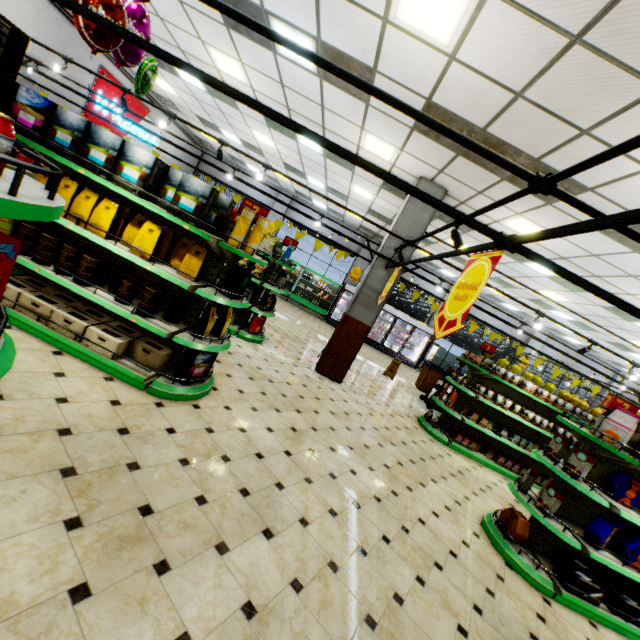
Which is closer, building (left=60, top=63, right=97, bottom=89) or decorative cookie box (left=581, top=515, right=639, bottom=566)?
decorative cookie box (left=581, top=515, right=639, bottom=566)

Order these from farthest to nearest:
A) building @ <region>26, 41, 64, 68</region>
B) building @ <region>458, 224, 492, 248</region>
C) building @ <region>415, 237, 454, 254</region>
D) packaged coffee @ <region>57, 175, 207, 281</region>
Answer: building @ <region>415, 237, 454, 254</region>
building @ <region>458, 224, 492, 248</region>
building @ <region>26, 41, 64, 68</region>
packaged coffee @ <region>57, 175, 207, 281</region>

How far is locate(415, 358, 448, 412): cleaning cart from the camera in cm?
969

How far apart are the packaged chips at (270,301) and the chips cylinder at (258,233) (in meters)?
3.35

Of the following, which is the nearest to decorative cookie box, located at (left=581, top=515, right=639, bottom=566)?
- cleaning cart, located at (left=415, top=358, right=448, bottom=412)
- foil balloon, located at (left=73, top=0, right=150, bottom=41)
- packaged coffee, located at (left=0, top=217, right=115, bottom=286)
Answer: cleaning cart, located at (left=415, top=358, right=448, bottom=412)

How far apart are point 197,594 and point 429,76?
5.8 meters

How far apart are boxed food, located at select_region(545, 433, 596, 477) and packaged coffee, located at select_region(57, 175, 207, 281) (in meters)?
5.38

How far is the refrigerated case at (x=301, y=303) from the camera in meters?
16.2
